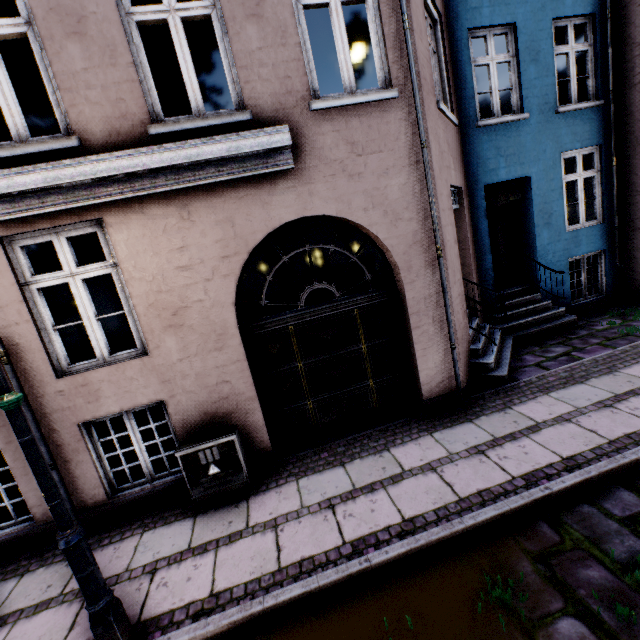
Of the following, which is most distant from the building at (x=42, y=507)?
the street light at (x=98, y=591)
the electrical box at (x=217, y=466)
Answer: the street light at (x=98, y=591)

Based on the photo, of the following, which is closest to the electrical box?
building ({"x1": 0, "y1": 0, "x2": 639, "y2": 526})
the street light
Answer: building ({"x1": 0, "y1": 0, "x2": 639, "y2": 526})

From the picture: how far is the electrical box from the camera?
4.1 meters

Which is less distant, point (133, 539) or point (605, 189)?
point (133, 539)

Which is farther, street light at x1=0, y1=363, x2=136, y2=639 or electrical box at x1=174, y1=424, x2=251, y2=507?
electrical box at x1=174, y1=424, x2=251, y2=507

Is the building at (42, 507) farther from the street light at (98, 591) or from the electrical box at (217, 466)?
the street light at (98, 591)

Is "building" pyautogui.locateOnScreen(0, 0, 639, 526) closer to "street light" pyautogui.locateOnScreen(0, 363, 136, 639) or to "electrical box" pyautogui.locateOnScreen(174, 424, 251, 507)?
"electrical box" pyautogui.locateOnScreen(174, 424, 251, 507)
